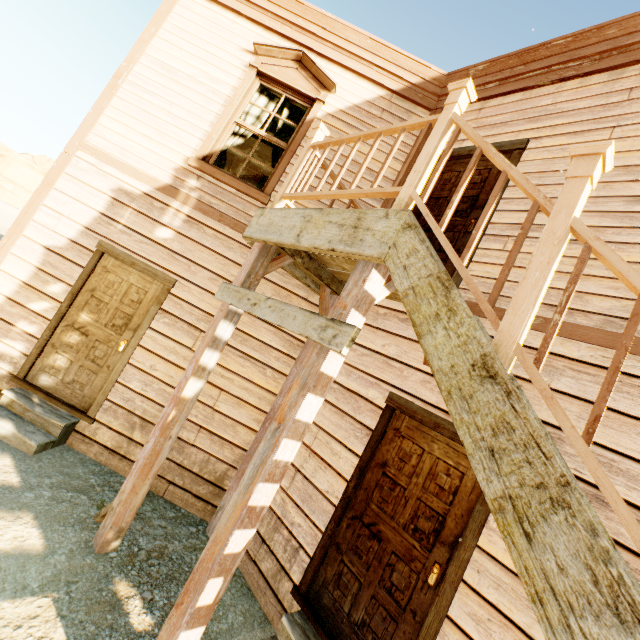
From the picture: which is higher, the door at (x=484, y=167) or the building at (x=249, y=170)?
the building at (x=249, y=170)

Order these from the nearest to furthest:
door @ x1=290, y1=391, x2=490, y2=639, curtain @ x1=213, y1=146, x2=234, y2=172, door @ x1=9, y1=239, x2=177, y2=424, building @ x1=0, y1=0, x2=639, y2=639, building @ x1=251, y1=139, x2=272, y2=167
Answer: building @ x1=0, y1=0, x2=639, y2=639
door @ x1=290, y1=391, x2=490, y2=639
door @ x1=9, y1=239, x2=177, y2=424
curtain @ x1=213, y1=146, x2=234, y2=172
building @ x1=251, y1=139, x2=272, y2=167

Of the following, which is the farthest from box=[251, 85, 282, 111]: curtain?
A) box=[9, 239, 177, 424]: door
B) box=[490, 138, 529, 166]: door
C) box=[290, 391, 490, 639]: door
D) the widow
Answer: box=[290, 391, 490, 639]: door

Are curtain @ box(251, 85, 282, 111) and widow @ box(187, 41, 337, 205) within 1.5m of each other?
yes

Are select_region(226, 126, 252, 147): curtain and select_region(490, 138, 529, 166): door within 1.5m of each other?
no

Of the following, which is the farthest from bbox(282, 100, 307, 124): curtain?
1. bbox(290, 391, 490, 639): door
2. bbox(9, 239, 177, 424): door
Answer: bbox(290, 391, 490, 639): door

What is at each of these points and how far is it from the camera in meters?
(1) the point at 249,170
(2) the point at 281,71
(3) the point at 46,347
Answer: (1) building, 7.9
(2) widow, 4.9
(3) door, 4.3

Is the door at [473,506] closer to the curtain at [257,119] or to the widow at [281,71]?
the widow at [281,71]
